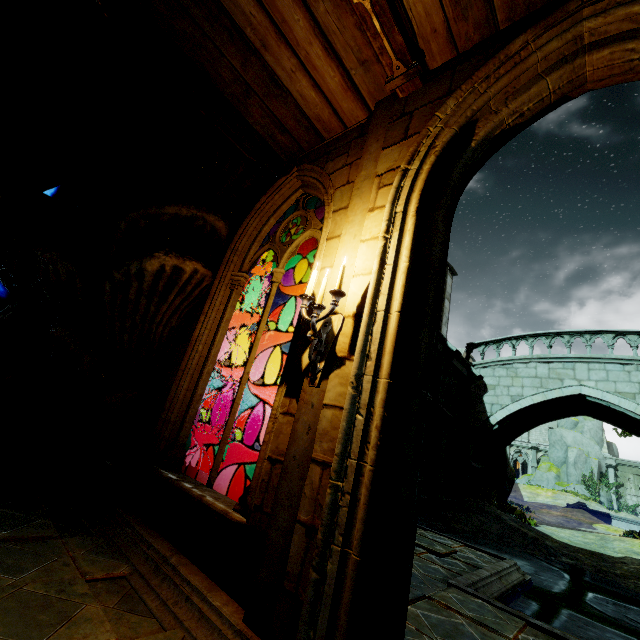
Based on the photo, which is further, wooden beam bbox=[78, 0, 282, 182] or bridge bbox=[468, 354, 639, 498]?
bridge bbox=[468, 354, 639, 498]

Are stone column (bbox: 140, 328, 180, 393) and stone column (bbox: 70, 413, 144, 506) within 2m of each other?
yes

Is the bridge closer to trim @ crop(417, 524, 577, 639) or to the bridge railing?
the bridge railing

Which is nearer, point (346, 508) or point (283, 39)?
point (346, 508)

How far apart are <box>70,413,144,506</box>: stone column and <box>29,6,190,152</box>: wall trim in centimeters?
408cm

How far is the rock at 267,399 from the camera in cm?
2542

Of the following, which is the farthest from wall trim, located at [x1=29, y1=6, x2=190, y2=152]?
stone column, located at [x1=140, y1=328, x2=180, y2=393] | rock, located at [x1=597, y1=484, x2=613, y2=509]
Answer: rock, located at [x1=597, y1=484, x2=613, y2=509]

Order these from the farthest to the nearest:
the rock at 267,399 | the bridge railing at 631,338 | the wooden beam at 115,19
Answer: the rock at 267,399 → the bridge railing at 631,338 → the wooden beam at 115,19
